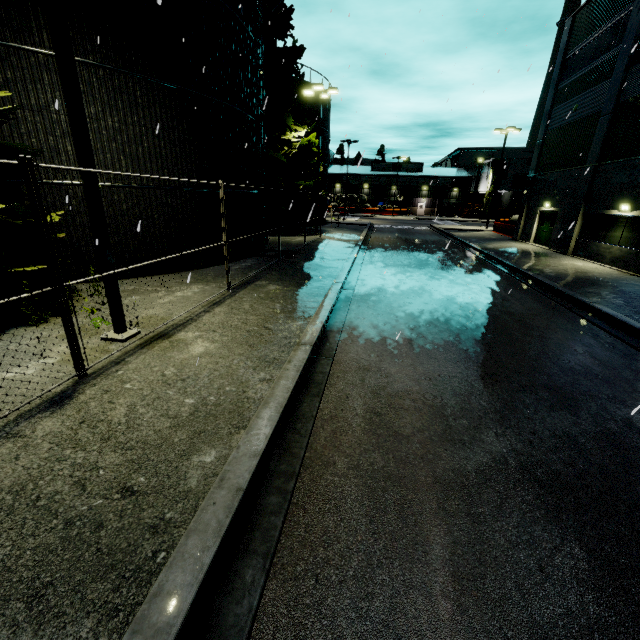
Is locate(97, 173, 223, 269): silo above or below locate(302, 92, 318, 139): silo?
below

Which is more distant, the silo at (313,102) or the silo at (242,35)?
the silo at (313,102)

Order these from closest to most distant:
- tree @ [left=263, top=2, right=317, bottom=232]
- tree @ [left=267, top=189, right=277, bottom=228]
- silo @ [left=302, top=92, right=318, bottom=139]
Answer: tree @ [left=263, top=2, right=317, bottom=232], tree @ [left=267, top=189, right=277, bottom=228], silo @ [left=302, top=92, right=318, bottom=139]

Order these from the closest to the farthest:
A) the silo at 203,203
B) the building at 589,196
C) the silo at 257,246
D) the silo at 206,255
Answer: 1. the silo at 203,203
2. the silo at 206,255
3. the silo at 257,246
4. the building at 589,196

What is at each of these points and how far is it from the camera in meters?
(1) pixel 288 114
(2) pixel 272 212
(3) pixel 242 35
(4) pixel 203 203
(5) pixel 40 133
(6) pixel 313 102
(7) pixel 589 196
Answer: (1) tree, 22.3
(2) tree, 24.9
(3) silo, 12.8
(4) silo, 12.3
(5) silo, 8.6
(6) silo, 29.2
(7) building, 18.6

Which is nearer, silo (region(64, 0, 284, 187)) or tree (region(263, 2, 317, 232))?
silo (region(64, 0, 284, 187))

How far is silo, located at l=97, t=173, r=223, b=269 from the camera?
10.12m

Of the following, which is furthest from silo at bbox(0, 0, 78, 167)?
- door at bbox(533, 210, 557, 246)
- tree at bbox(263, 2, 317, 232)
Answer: door at bbox(533, 210, 557, 246)
